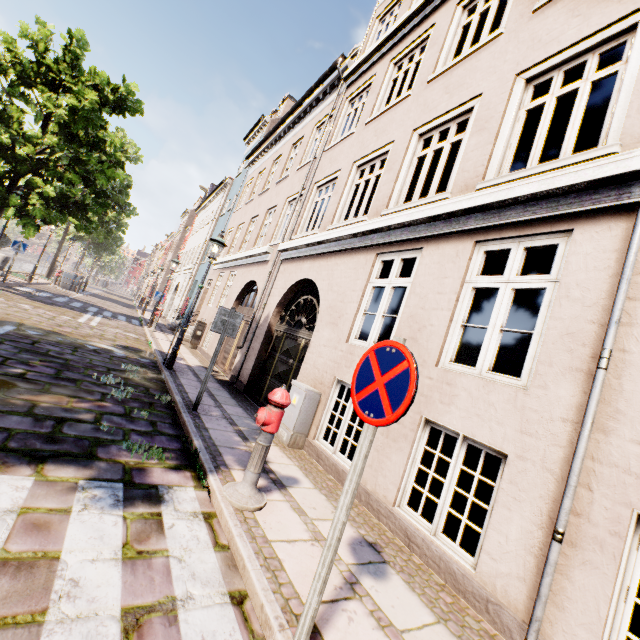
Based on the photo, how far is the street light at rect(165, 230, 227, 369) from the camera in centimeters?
845cm

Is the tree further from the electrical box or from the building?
the electrical box

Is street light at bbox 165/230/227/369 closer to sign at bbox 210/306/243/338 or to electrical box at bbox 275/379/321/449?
sign at bbox 210/306/243/338

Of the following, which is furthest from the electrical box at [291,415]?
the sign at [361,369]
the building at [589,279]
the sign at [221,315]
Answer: the building at [589,279]

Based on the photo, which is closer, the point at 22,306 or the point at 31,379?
the point at 31,379

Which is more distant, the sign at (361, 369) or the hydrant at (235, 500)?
the hydrant at (235, 500)

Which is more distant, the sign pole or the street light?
the street light

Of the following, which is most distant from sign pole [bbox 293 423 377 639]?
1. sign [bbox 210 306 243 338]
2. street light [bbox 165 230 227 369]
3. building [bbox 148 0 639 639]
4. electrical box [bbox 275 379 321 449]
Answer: building [bbox 148 0 639 639]
